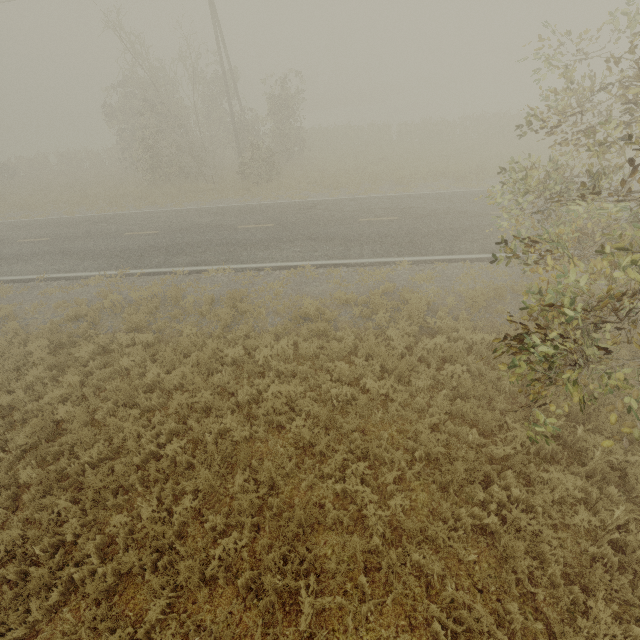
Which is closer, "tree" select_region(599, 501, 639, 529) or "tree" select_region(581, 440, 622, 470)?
"tree" select_region(581, 440, 622, 470)

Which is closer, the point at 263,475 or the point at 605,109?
the point at 263,475

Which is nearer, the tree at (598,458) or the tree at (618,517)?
the tree at (598,458)

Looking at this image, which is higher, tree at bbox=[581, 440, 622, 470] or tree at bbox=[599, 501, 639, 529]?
tree at bbox=[581, 440, 622, 470]

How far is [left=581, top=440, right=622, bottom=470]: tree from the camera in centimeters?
429cm

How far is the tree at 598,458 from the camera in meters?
4.3 m
